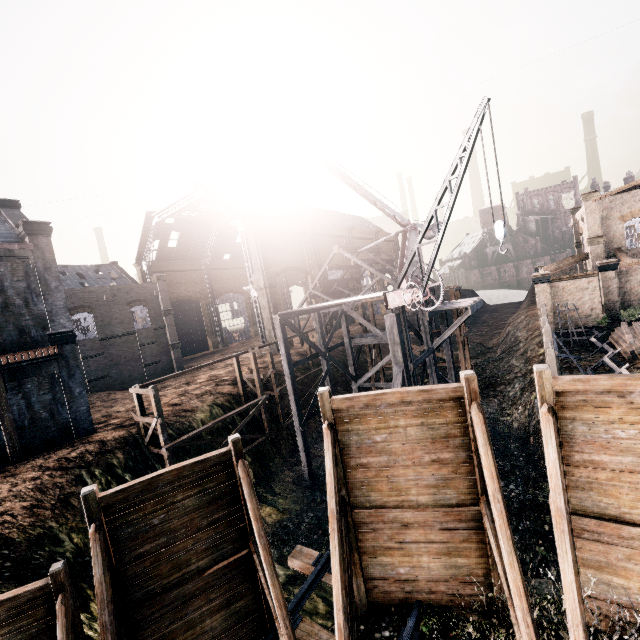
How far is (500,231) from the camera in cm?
1088

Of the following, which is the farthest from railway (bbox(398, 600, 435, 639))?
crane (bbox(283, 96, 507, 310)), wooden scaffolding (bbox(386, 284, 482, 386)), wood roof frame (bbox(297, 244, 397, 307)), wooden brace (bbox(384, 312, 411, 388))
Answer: wood roof frame (bbox(297, 244, 397, 307))

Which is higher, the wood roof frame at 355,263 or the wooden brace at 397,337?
the wood roof frame at 355,263

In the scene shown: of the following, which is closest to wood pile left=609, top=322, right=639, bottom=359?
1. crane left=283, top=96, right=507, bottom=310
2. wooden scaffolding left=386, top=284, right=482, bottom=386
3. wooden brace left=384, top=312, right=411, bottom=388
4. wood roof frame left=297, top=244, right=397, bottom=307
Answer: wooden scaffolding left=386, top=284, right=482, bottom=386

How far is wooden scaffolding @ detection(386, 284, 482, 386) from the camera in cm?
1681

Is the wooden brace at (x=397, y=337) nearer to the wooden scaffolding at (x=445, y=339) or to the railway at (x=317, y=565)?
the wooden scaffolding at (x=445, y=339)

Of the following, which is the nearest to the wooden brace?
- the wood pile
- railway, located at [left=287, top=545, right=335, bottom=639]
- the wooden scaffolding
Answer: the wooden scaffolding

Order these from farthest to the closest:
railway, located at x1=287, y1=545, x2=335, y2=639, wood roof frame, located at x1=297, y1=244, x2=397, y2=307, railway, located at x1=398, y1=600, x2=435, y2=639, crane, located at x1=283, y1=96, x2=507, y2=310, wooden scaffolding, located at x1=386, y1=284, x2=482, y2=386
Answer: wood roof frame, located at x1=297, y1=244, x2=397, y2=307 < wooden scaffolding, located at x1=386, y1=284, x2=482, y2=386 < crane, located at x1=283, y1=96, x2=507, y2=310 < railway, located at x1=287, y1=545, x2=335, y2=639 < railway, located at x1=398, y1=600, x2=435, y2=639
